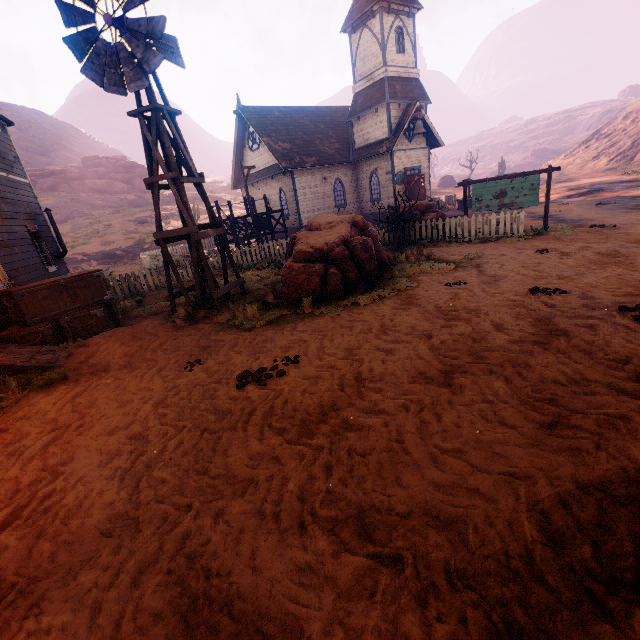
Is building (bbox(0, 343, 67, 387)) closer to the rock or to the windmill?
the windmill

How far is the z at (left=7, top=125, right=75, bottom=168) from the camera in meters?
54.2 m

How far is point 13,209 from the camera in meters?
10.6 m

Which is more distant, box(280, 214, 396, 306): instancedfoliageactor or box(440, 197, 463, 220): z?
box(440, 197, 463, 220): z

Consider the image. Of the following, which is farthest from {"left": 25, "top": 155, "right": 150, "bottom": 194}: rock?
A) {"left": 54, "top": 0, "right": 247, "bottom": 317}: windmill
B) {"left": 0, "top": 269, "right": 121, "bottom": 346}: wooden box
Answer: {"left": 54, "top": 0, "right": 247, "bottom": 317}: windmill

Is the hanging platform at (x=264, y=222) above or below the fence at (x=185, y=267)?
above

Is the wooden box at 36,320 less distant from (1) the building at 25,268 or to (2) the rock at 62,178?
(1) the building at 25,268
